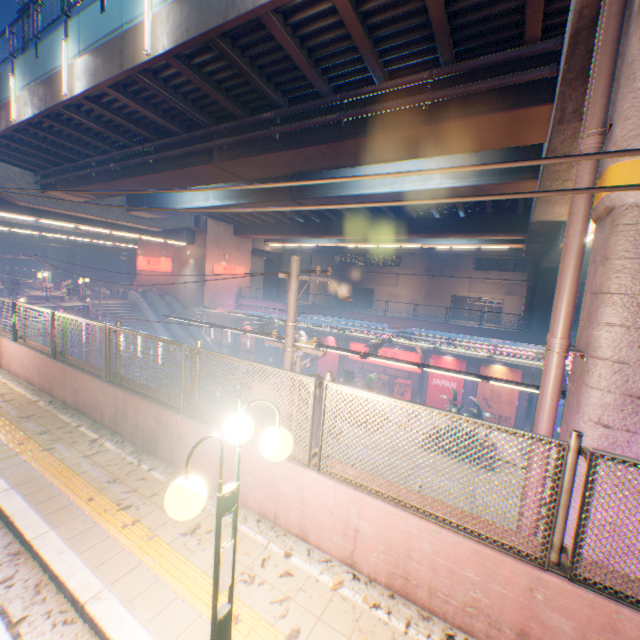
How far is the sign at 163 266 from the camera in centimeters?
3519cm

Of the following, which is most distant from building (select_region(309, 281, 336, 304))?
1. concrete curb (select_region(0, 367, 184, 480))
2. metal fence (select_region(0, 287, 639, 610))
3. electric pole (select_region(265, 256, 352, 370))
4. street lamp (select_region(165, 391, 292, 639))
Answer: street lamp (select_region(165, 391, 292, 639))

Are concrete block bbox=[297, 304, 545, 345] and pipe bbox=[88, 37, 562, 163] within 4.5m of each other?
no

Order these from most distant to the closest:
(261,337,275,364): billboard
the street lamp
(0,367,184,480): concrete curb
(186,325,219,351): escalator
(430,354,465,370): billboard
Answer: (261,337,275,364): billboard → (186,325,219,351): escalator → (430,354,465,370): billboard → (0,367,184,480): concrete curb → the street lamp

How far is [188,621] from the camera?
3.2m

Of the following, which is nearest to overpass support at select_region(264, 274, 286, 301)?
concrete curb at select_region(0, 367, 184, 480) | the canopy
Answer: concrete curb at select_region(0, 367, 184, 480)

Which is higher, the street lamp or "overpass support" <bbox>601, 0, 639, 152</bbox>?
"overpass support" <bbox>601, 0, 639, 152</bbox>

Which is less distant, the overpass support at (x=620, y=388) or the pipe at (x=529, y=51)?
the overpass support at (x=620, y=388)
